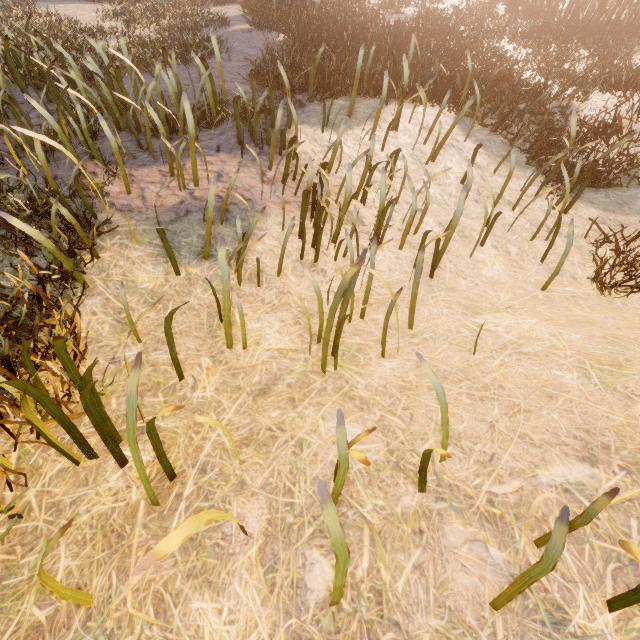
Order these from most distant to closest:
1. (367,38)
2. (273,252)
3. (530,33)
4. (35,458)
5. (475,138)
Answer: (530,33)
(367,38)
(475,138)
(273,252)
(35,458)

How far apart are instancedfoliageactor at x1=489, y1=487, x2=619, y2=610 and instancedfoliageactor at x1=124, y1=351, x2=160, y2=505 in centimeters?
164cm

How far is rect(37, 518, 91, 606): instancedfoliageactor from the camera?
1.14m

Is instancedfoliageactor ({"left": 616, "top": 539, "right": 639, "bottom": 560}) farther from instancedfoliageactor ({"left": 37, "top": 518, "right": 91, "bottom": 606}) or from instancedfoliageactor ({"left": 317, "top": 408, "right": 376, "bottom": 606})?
instancedfoliageactor ({"left": 37, "top": 518, "right": 91, "bottom": 606})

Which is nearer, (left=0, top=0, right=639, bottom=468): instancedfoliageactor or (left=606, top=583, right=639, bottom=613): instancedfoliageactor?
(left=606, top=583, right=639, bottom=613): instancedfoliageactor

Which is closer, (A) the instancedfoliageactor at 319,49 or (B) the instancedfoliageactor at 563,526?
(B) the instancedfoliageactor at 563,526

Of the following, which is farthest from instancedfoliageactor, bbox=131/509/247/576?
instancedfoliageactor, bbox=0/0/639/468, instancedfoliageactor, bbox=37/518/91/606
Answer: instancedfoliageactor, bbox=0/0/639/468

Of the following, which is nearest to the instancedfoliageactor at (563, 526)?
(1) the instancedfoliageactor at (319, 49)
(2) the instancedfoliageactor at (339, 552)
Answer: (2) the instancedfoliageactor at (339, 552)
